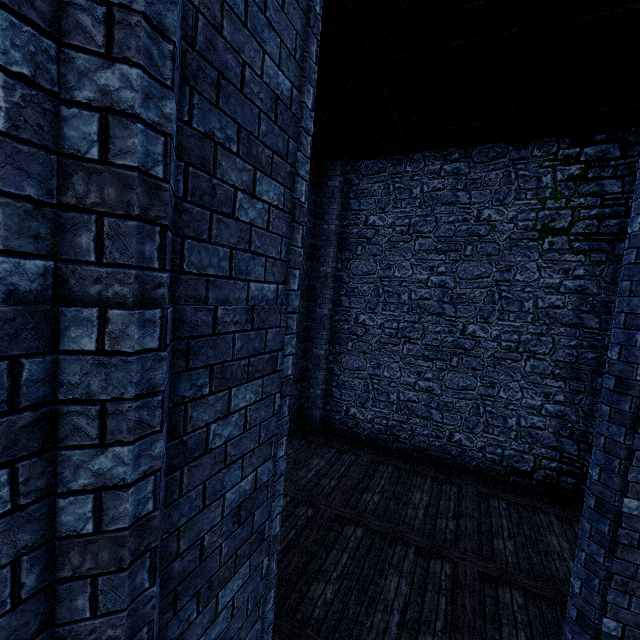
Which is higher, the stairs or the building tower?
the stairs

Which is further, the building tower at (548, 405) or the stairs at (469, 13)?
the building tower at (548, 405)

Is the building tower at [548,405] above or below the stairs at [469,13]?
below

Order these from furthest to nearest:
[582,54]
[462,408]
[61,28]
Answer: [462,408], [582,54], [61,28]

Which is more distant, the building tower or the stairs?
the building tower
